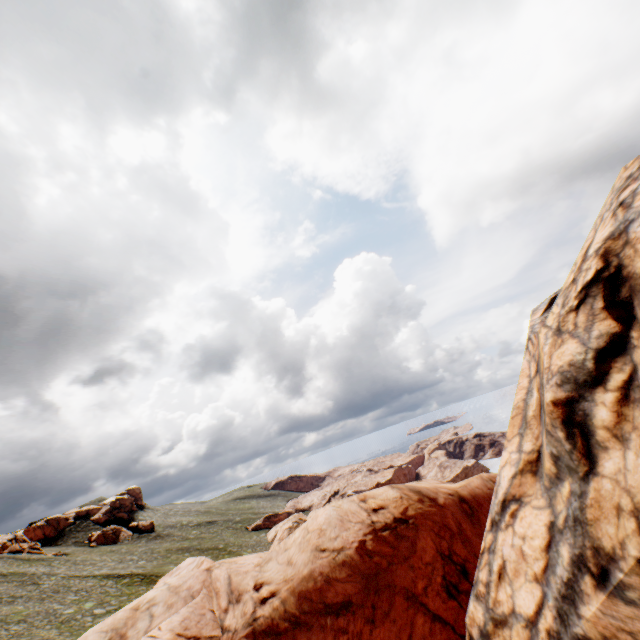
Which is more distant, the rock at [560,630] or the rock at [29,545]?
the rock at [29,545]

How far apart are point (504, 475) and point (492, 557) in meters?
1.7 m

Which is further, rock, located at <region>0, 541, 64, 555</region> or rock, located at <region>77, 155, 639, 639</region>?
rock, located at <region>0, 541, 64, 555</region>
